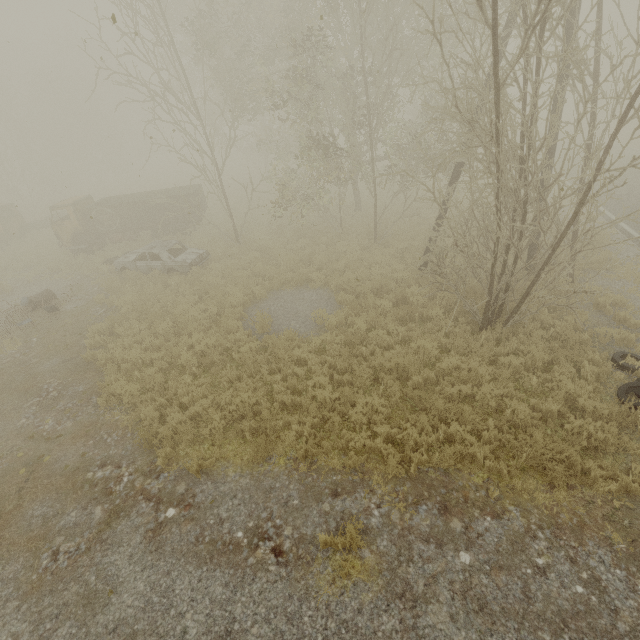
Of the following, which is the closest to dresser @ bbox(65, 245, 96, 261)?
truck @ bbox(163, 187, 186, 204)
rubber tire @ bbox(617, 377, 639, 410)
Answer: truck @ bbox(163, 187, 186, 204)

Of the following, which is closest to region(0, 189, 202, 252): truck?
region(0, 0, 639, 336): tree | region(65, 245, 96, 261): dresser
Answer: region(65, 245, 96, 261): dresser

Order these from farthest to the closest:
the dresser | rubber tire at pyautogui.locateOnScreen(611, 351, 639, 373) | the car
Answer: the dresser → the car → rubber tire at pyautogui.locateOnScreen(611, 351, 639, 373)

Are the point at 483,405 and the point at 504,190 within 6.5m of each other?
yes

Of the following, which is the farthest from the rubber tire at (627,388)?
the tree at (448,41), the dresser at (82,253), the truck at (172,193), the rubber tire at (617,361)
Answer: the dresser at (82,253)

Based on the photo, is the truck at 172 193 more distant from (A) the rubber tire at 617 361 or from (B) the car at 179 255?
(A) the rubber tire at 617 361

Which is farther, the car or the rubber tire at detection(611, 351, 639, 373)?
the car

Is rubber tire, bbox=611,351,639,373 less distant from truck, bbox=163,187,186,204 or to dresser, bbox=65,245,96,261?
truck, bbox=163,187,186,204
